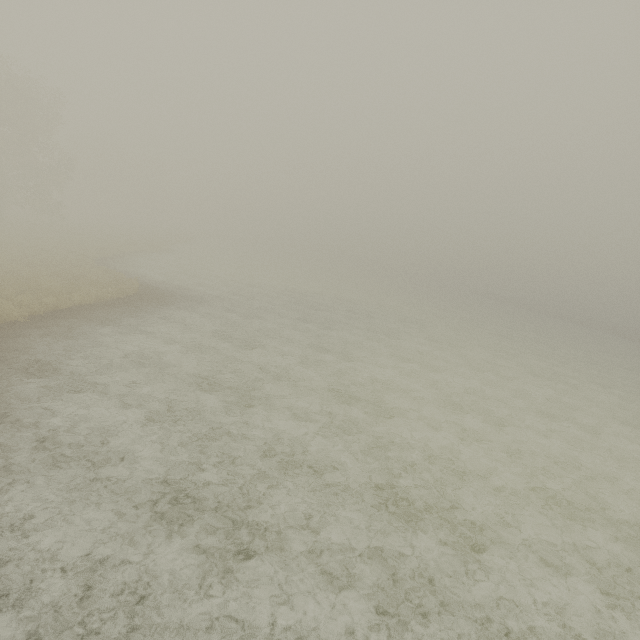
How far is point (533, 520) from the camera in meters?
8.9 m
